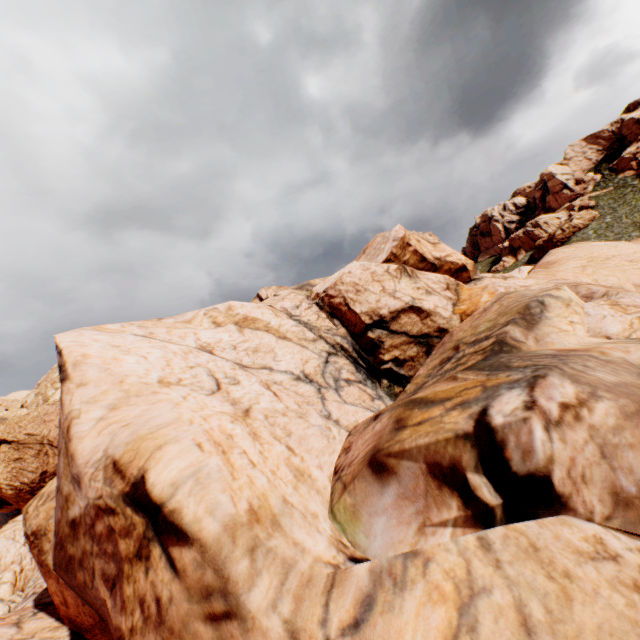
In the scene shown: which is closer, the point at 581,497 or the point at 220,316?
the point at 581,497

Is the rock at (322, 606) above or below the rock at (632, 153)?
below

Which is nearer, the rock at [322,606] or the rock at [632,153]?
the rock at [322,606]

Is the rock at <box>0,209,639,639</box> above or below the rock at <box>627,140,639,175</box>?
below

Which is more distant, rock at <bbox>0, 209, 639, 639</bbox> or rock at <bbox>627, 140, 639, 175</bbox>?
rock at <bbox>627, 140, 639, 175</bbox>
